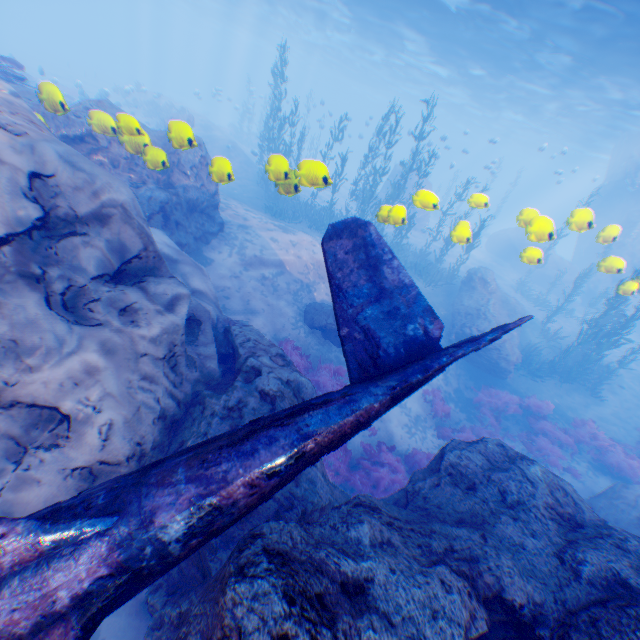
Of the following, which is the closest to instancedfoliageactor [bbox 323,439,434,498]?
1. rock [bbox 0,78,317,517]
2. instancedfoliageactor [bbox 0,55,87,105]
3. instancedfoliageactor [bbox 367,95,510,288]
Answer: rock [bbox 0,78,317,517]

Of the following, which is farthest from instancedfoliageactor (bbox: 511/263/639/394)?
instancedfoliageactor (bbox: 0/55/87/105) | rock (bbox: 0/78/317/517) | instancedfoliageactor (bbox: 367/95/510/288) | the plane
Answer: instancedfoliageactor (bbox: 0/55/87/105)

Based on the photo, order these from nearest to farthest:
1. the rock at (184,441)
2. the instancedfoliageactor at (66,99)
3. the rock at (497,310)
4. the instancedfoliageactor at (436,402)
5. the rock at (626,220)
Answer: the rock at (184,441), the instancedfoliageactor at (66,99), the rock at (626,220), the instancedfoliageactor at (436,402), the rock at (497,310)

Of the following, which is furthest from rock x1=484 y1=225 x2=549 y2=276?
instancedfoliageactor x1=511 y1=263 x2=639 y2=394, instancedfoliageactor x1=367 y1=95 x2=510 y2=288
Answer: instancedfoliageactor x1=511 y1=263 x2=639 y2=394

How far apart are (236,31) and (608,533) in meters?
74.1 m

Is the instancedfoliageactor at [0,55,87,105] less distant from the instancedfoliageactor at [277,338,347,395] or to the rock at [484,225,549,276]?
the rock at [484,225,549,276]

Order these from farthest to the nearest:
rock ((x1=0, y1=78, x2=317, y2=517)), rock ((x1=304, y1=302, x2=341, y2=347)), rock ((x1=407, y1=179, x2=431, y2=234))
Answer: rock ((x1=304, y1=302, x2=341, y2=347))
rock ((x1=407, y1=179, x2=431, y2=234))
rock ((x1=0, y1=78, x2=317, y2=517))

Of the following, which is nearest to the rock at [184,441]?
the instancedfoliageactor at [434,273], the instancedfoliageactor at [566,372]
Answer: the instancedfoliageactor at [434,273]
